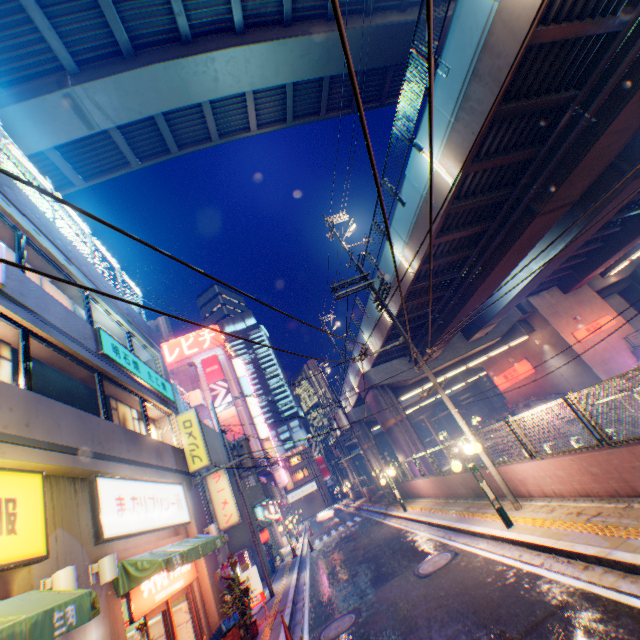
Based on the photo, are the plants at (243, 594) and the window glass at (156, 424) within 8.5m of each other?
yes

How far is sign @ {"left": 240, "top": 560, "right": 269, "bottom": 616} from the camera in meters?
12.3

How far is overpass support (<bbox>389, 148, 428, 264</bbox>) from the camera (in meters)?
12.33

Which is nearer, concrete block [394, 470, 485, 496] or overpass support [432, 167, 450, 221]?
overpass support [432, 167, 450, 221]

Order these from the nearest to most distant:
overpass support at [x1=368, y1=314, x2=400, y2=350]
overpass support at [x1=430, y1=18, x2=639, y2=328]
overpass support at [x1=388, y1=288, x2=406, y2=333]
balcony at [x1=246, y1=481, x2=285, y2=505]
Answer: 1. overpass support at [x1=430, y1=18, x2=639, y2=328]
2. overpass support at [x1=388, y1=288, x2=406, y2=333]
3. overpass support at [x1=368, y1=314, x2=400, y2=350]
4. balcony at [x1=246, y1=481, x2=285, y2=505]

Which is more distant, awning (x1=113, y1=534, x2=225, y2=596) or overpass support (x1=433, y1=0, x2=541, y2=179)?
overpass support (x1=433, y1=0, x2=541, y2=179)

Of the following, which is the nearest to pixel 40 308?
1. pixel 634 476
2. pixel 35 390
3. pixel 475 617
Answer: pixel 35 390

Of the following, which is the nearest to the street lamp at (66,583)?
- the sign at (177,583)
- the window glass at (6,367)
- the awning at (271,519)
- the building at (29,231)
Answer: the building at (29,231)
